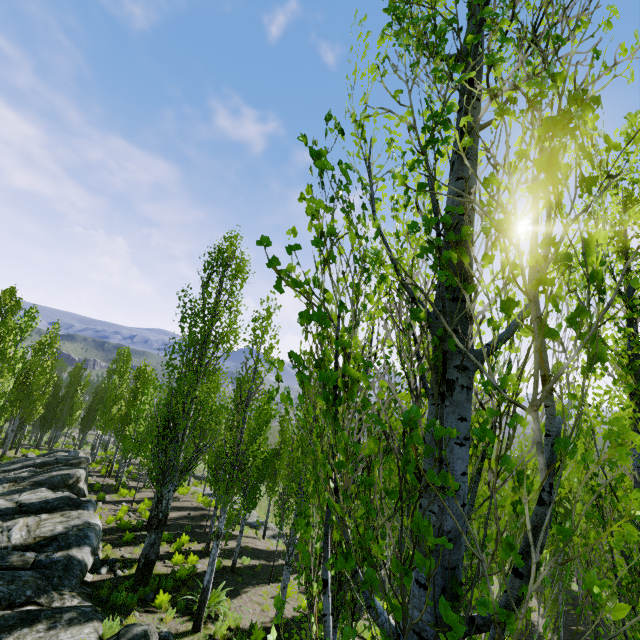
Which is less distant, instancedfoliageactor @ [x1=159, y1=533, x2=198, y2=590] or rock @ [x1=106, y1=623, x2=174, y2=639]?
rock @ [x1=106, y1=623, x2=174, y2=639]

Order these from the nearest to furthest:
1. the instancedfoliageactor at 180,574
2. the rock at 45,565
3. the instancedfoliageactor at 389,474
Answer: the instancedfoliageactor at 389,474 < the rock at 45,565 < the instancedfoliageactor at 180,574

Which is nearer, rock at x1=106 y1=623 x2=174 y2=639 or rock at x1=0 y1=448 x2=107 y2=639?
rock at x1=106 y1=623 x2=174 y2=639

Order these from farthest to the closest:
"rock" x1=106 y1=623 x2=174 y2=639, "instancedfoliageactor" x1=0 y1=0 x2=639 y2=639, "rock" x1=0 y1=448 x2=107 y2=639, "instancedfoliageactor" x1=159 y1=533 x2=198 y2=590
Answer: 1. "instancedfoliageactor" x1=159 y1=533 x2=198 y2=590
2. "rock" x1=0 y1=448 x2=107 y2=639
3. "rock" x1=106 y1=623 x2=174 y2=639
4. "instancedfoliageactor" x1=0 y1=0 x2=639 y2=639

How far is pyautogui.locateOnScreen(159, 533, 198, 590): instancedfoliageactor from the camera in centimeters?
1206cm

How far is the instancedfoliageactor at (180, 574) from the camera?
12.1 meters

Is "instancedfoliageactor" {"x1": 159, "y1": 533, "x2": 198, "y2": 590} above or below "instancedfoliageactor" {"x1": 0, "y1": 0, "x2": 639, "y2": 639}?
below

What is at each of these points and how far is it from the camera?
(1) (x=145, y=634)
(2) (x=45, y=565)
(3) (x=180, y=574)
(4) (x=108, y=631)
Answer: (1) rock, 7.78m
(2) rock, 10.24m
(3) instancedfoliageactor, 12.94m
(4) instancedfoliageactor, 8.59m
